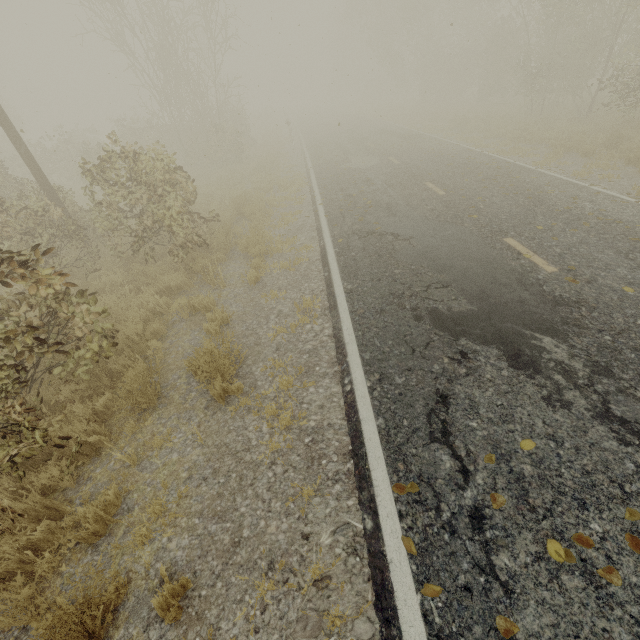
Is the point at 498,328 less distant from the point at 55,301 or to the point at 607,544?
the point at 607,544

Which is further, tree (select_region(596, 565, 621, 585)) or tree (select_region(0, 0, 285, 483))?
tree (select_region(0, 0, 285, 483))

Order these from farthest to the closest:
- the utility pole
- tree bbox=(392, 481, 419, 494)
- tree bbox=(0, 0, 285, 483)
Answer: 1. the utility pole
2. tree bbox=(0, 0, 285, 483)
3. tree bbox=(392, 481, 419, 494)

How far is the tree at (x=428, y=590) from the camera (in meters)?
2.44

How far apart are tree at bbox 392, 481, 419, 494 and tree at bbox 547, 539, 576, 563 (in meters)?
1.10

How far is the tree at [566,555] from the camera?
2.4m

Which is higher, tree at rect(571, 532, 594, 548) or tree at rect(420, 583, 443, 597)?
tree at rect(571, 532, 594, 548)

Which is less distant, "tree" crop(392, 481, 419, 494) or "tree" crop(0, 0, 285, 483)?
"tree" crop(392, 481, 419, 494)
